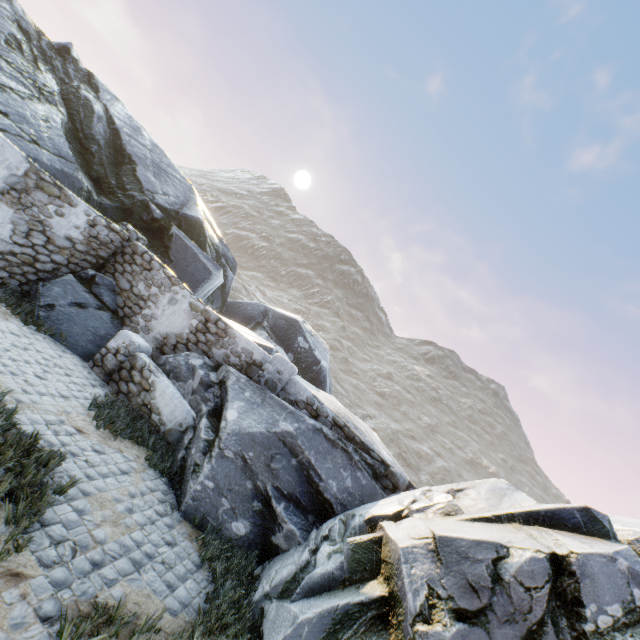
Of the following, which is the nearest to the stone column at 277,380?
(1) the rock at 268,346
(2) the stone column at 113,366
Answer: (1) the rock at 268,346

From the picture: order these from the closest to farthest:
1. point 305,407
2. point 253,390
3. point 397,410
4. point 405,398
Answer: point 253,390
point 305,407
point 397,410
point 405,398

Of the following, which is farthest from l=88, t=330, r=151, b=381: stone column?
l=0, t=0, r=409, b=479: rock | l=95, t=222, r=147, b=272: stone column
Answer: l=95, t=222, r=147, b=272: stone column

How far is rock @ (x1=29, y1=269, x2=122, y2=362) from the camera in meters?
8.0

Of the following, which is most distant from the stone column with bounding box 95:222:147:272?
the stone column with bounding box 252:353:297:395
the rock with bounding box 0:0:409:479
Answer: the stone column with bounding box 252:353:297:395

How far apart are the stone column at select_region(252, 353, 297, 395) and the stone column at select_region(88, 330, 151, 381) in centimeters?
275cm

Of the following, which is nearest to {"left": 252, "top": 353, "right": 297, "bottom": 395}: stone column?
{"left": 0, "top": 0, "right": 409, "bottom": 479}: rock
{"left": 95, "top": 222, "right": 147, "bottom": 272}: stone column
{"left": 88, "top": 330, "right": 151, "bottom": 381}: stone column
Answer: {"left": 0, "top": 0, "right": 409, "bottom": 479}: rock

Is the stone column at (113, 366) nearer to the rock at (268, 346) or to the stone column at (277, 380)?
the rock at (268, 346)
